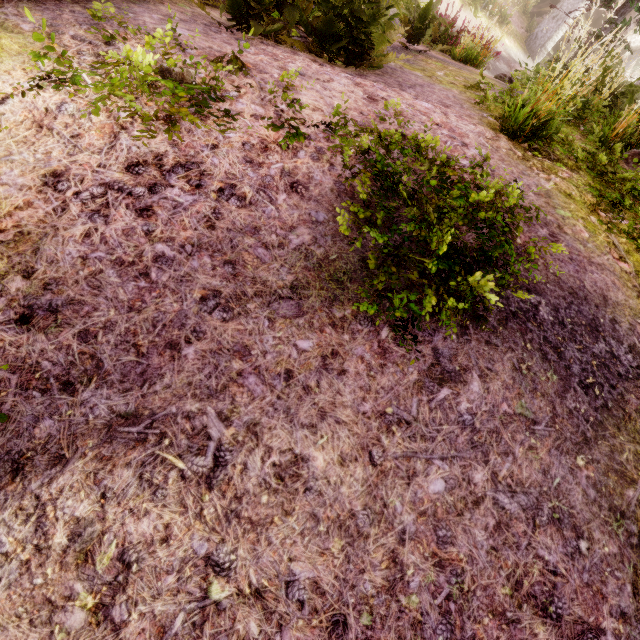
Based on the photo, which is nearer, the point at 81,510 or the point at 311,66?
the point at 81,510

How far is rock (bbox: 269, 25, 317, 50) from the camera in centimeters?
408cm

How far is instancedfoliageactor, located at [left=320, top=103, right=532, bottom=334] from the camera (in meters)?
1.92

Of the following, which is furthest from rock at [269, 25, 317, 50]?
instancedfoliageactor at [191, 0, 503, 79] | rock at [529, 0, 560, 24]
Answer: rock at [529, 0, 560, 24]

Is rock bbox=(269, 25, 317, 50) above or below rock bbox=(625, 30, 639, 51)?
below

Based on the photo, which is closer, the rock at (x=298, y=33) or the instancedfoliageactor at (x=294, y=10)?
the instancedfoliageactor at (x=294, y=10)

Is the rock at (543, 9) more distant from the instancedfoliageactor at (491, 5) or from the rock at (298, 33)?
the rock at (298, 33)
